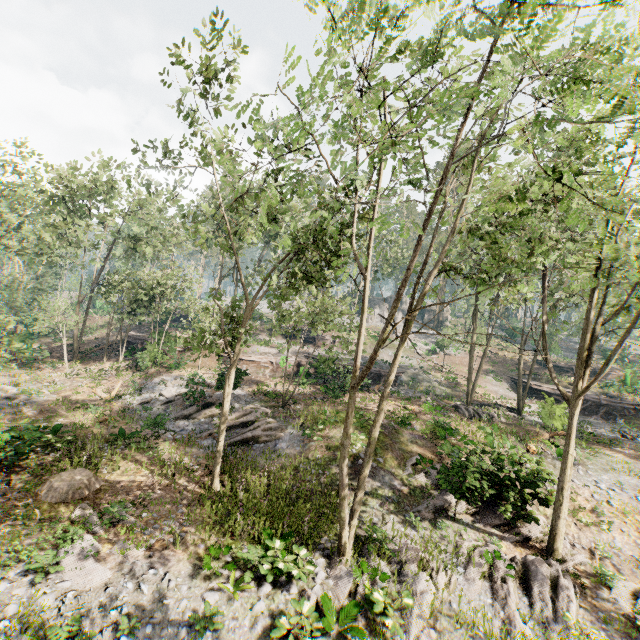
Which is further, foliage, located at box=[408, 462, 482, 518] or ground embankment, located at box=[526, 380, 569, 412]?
ground embankment, located at box=[526, 380, 569, 412]

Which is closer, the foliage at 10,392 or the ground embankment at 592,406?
the foliage at 10,392

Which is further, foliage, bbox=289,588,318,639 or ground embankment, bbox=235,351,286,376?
ground embankment, bbox=235,351,286,376

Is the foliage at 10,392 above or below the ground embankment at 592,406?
below

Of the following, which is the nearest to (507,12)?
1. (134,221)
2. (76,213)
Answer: (134,221)

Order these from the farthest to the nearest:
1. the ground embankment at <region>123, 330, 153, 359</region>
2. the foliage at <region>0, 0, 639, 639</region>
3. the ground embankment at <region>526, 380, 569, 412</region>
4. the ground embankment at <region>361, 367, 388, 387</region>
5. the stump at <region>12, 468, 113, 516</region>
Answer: the ground embankment at <region>361, 367, 388, 387</region> → the ground embankment at <region>123, 330, 153, 359</region> → the ground embankment at <region>526, 380, 569, 412</region> → the stump at <region>12, 468, 113, 516</region> → the foliage at <region>0, 0, 639, 639</region>

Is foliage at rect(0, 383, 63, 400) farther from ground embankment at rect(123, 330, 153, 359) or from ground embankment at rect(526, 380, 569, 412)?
ground embankment at rect(526, 380, 569, 412)

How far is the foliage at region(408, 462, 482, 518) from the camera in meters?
13.4
